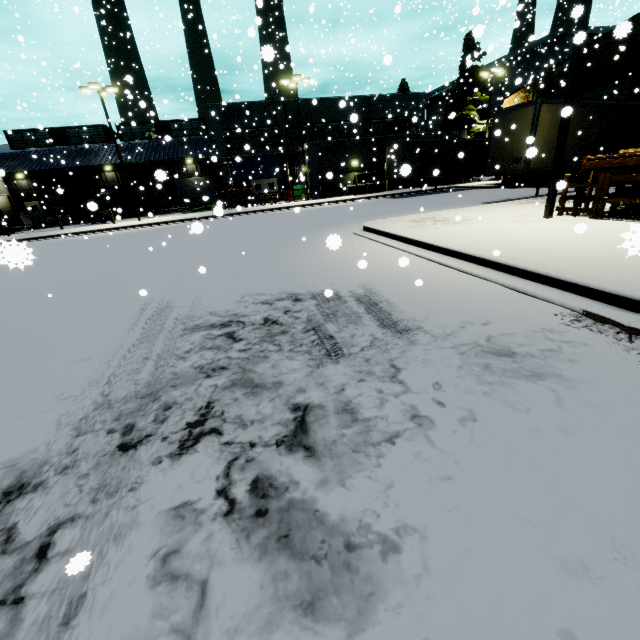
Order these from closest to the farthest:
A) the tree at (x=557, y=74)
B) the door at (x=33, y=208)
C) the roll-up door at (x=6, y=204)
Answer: the tree at (x=557, y=74)
the roll-up door at (x=6, y=204)
the door at (x=33, y=208)

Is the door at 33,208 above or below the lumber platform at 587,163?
above

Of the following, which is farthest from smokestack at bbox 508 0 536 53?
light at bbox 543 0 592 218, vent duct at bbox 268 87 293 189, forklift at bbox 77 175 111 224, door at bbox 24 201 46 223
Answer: door at bbox 24 201 46 223

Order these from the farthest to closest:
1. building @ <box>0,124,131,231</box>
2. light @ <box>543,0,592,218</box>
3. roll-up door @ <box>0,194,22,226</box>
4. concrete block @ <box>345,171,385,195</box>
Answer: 1. roll-up door @ <box>0,194,22,226</box>
2. building @ <box>0,124,131,231</box>
3. concrete block @ <box>345,171,385,195</box>
4. light @ <box>543,0,592,218</box>

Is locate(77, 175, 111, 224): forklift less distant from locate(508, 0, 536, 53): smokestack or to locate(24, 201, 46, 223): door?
locate(24, 201, 46, 223): door

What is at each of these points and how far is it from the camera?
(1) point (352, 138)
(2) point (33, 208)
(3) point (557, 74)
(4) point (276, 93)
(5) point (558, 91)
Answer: (1) building, 30.2 meters
(2) door, 38.5 meters
(3) tree, 26.9 meters
(4) vent duct, 33.4 meters
(5) building, 27.2 meters

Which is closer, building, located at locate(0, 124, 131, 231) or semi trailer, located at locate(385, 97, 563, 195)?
semi trailer, located at locate(385, 97, 563, 195)

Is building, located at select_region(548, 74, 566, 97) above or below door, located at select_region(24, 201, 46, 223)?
above
